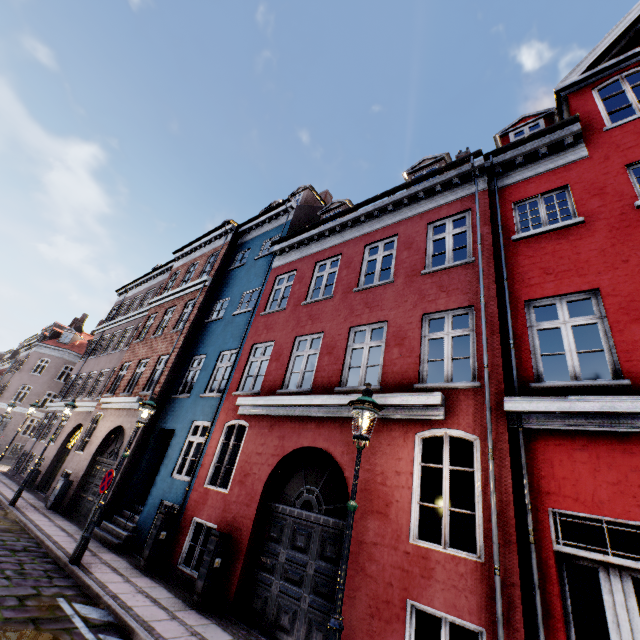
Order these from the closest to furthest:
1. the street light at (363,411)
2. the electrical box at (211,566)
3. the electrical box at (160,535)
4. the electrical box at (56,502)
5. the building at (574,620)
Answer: the street light at (363,411), the building at (574,620), the electrical box at (211,566), the electrical box at (160,535), the electrical box at (56,502)

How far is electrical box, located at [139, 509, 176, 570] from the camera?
8.07m

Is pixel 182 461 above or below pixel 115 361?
below

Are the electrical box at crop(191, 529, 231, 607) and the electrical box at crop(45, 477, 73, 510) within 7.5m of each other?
no

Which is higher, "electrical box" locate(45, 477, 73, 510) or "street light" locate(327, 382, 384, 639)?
"street light" locate(327, 382, 384, 639)

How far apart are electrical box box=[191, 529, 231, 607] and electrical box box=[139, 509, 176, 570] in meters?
2.1 m

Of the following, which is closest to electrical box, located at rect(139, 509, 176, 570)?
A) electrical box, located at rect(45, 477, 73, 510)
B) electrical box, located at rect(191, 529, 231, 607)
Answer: electrical box, located at rect(191, 529, 231, 607)

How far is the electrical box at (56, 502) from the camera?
12.4m
